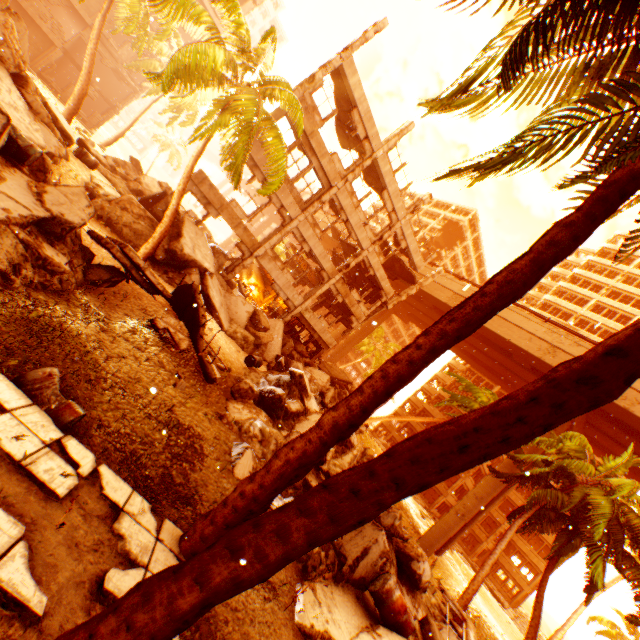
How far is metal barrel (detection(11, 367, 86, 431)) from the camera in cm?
416

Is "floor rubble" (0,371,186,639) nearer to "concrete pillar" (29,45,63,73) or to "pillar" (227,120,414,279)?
"pillar" (227,120,414,279)

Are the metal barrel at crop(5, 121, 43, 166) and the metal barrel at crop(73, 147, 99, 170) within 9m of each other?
yes

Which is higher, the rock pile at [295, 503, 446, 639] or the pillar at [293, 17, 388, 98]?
the pillar at [293, 17, 388, 98]

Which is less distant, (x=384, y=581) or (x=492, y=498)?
(x=384, y=581)

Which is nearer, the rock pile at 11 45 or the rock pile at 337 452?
the rock pile at 11 45

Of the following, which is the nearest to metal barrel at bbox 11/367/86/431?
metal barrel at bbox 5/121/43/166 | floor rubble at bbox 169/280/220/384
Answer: floor rubble at bbox 169/280/220/384

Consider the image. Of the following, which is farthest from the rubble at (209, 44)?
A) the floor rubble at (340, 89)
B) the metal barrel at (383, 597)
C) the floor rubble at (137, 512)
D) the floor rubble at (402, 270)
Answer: the floor rubble at (402, 270)
